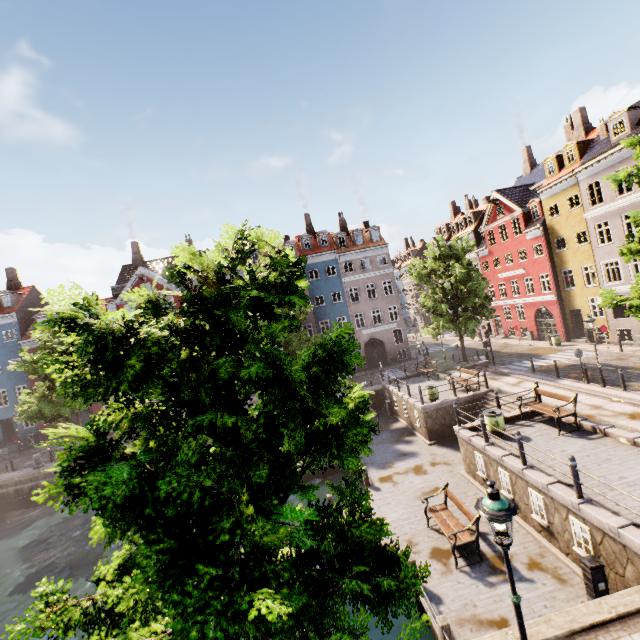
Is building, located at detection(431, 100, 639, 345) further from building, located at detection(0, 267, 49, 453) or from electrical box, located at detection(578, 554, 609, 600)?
electrical box, located at detection(578, 554, 609, 600)

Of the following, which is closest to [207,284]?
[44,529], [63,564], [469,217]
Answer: [63,564]

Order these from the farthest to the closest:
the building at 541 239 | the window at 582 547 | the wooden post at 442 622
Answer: the building at 541 239 < the window at 582 547 < the wooden post at 442 622

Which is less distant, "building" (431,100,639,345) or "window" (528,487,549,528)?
"window" (528,487,549,528)

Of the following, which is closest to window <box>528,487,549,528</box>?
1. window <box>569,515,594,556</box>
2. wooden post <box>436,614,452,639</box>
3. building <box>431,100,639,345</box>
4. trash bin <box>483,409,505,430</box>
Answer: window <box>569,515,594,556</box>

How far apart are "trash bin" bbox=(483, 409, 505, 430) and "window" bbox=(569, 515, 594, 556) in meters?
4.5

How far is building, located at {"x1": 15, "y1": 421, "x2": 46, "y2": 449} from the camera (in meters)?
32.81

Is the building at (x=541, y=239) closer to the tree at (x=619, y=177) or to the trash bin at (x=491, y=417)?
the tree at (x=619, y=177)
